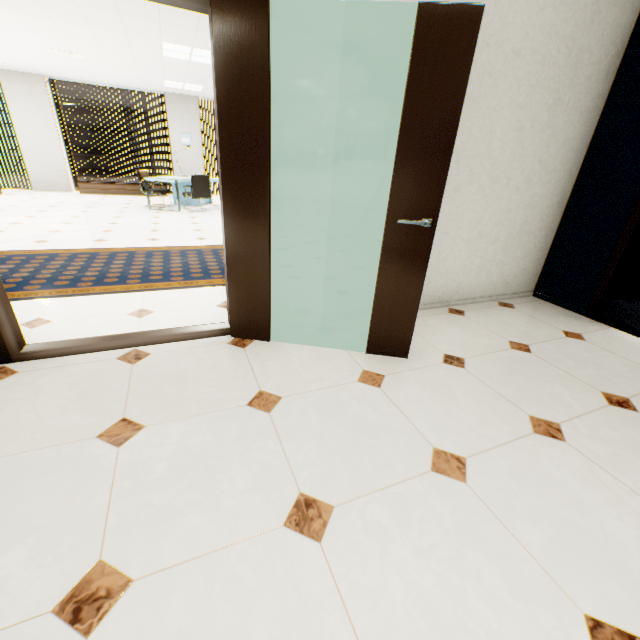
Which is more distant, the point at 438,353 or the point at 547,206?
the point at 547,206

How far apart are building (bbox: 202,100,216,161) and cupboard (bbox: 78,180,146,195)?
56.85m

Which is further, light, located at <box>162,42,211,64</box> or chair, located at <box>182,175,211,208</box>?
chair, located at <box>182,175,211,208</box>

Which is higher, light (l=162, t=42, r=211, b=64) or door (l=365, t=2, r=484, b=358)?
light (l=162, t=42, r=211, b=64)

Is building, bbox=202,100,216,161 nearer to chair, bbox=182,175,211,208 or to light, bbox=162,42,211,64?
chair, bbox=182,175,211,208

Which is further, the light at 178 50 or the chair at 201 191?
the chair at 201 191

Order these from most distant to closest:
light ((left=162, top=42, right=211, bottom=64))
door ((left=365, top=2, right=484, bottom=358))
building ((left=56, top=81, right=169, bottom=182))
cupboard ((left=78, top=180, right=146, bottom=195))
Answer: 1. building ((left=56, top=81, right=169, bottom=182))
2. cupboard ((left=78, top=180, right=146, bottom=195))
3. light ((left=162, top=42, right=211, bottom=64))
4. door ((left=365, top=2, right=484, bottom=358))

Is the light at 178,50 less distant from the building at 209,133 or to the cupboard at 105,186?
the cupboard at 105,186
